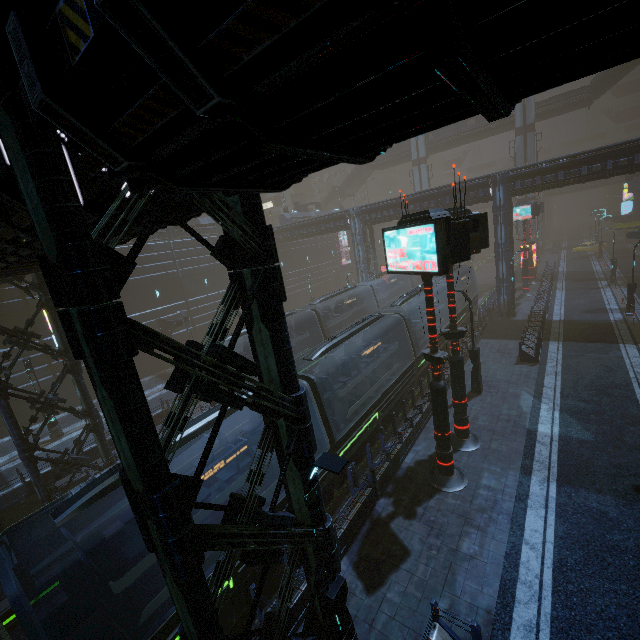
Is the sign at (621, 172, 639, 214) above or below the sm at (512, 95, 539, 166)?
below

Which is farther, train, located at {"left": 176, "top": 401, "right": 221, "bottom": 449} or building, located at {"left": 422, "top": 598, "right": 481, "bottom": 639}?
train, located at {"left": 176, "top": 401, "right": 221, "bottom": 449}

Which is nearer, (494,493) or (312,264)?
(494,493)

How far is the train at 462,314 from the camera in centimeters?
2528cm

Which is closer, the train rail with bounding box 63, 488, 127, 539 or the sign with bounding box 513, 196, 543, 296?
the train rail with bounding box 63, 488, 127, 539

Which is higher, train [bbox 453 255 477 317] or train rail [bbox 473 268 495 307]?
train [bbox 453 255 477 317]

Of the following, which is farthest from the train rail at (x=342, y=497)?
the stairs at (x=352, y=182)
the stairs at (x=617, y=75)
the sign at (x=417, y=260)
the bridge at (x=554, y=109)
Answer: the stairs at (x=352, y=182)

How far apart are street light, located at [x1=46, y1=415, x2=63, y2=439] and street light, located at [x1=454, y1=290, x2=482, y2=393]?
24.49m
